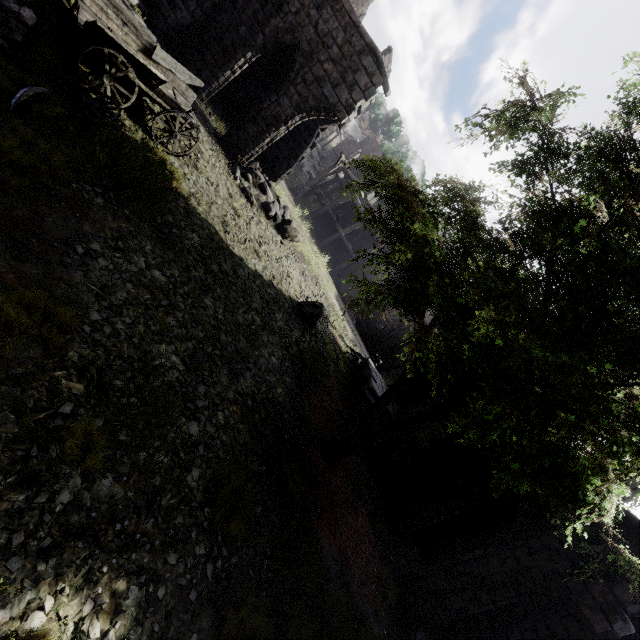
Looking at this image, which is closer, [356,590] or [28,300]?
[28,300]

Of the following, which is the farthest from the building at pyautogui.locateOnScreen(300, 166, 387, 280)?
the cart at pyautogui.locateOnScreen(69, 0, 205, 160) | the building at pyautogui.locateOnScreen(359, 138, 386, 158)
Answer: the building at pyautogui.locateOnScreen(359, 138, 386, 158)

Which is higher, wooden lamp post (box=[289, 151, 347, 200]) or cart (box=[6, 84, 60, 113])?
wooden lamp post (box=[289, 151, 347, 200])

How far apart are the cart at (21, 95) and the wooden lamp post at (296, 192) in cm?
1859

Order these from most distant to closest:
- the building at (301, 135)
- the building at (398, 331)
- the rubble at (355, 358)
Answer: the building at (398, 331), the rubble at (355, 358), the building at (301, 135)

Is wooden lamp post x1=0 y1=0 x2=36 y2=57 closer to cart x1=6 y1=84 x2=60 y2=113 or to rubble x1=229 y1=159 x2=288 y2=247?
cart x1=6 y1=84 x2=60 y2=113

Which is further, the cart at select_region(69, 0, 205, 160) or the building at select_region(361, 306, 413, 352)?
the building at select_region(361, 306, 413, 352)

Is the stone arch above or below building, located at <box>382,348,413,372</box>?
above
